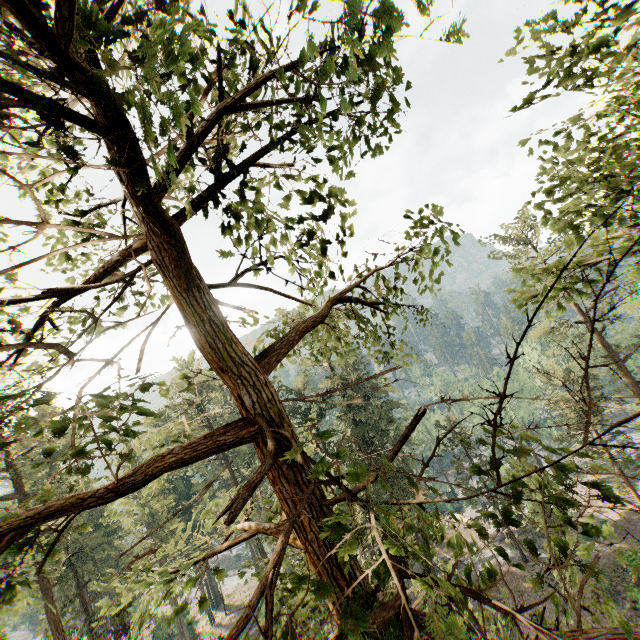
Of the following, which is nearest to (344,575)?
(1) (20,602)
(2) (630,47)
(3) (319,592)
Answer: (3) (319,592)
